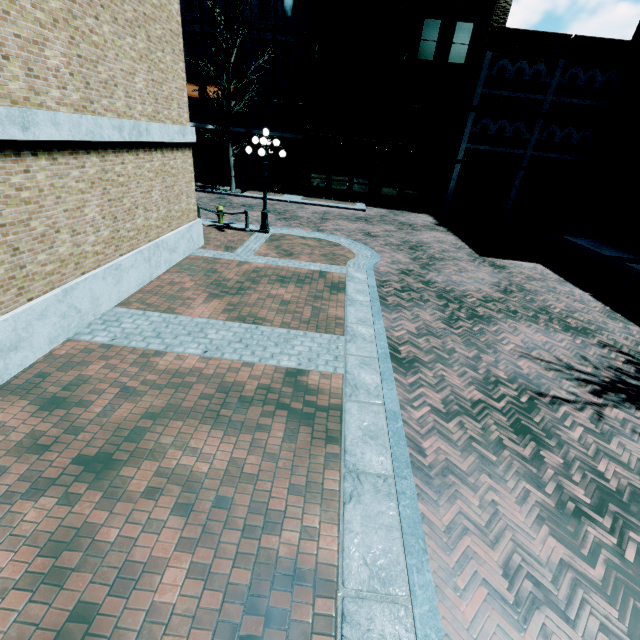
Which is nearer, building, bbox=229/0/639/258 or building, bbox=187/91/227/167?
building, bbox=229/0/639/258

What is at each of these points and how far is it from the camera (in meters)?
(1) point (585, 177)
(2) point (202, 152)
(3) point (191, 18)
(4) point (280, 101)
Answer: (1) building, 20.34
(2) building, 25.67
(3) building, 21.77
(4) awning, 22.72

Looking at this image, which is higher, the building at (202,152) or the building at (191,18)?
the building at (191,18)

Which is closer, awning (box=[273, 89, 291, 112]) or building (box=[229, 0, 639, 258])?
building (box=[229, 0, 639, 258])

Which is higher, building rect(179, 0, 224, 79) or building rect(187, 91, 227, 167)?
building rect(179, 0, 224, 79)

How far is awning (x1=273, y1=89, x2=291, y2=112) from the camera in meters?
22.8 m

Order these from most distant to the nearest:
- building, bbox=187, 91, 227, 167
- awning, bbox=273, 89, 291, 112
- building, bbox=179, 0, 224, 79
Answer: building, bbox=187, 91, 227, 167
awning, bbox=273, 89, 291, 112
building, bbox=179, 0, 224, 79

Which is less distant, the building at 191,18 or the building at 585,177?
the building at 585,177
